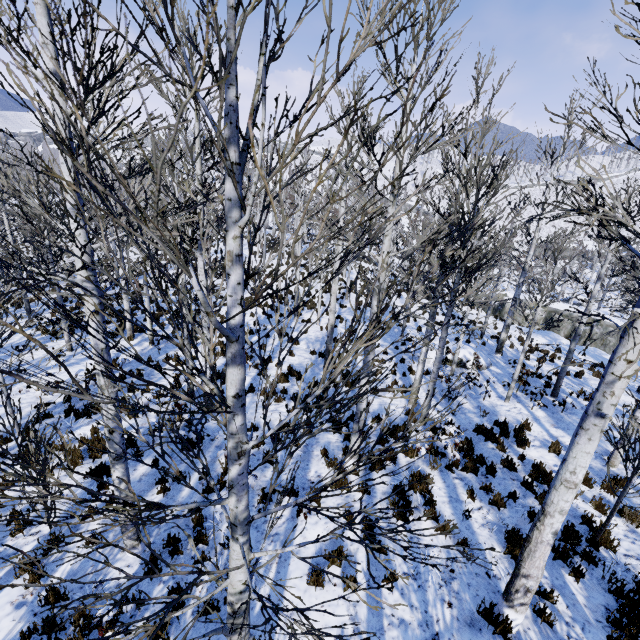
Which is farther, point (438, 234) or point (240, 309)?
point (438, 234)

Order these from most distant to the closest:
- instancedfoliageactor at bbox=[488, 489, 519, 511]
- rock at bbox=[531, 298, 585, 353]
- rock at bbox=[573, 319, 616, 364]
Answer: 1. rock at bbox=[531, 298, 585, 353]
2. rock at bbox=[573, 319, 616, 364]
3. instancedfoliageactor at bbox=[488, 489, 519, 511]

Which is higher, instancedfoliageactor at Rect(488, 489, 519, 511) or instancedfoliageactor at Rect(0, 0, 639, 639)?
instancedfoliageactor at Rect(0, 0, 639, 639)

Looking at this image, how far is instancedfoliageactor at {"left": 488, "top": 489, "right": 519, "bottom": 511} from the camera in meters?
6.7 m

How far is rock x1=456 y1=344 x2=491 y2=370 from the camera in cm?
1473

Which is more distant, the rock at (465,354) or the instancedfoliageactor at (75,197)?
the rock at (465,354)

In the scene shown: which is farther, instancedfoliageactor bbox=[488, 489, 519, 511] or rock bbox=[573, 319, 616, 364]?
Result: rock bbox=[573, 319, 616, 364]

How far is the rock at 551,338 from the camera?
20.95m
